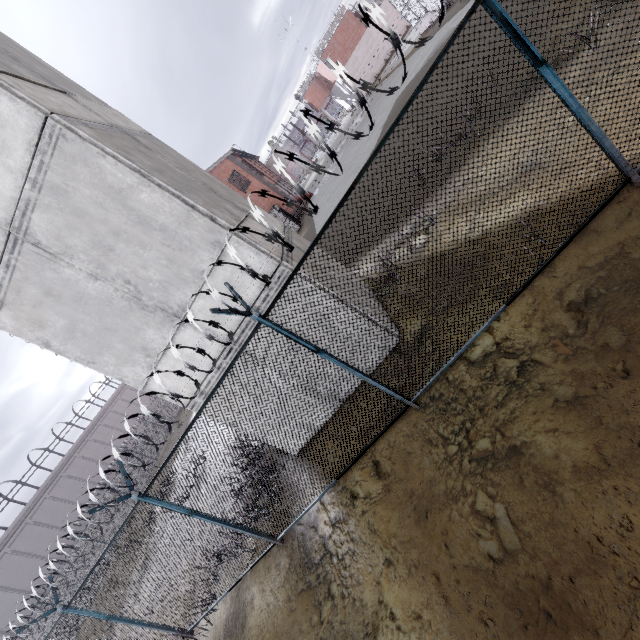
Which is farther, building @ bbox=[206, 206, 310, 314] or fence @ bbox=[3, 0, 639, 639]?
building @ bbox=[206, 206, 310, 314]

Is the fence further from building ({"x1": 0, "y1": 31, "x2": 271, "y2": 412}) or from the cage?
the cage

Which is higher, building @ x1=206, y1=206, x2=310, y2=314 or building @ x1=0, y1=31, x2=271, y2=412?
building @ x1=0, y1=31, x2=271, y2=412

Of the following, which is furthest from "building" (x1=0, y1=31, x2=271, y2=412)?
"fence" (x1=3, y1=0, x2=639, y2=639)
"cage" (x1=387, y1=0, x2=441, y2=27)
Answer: "cage" (x1=387, y1=0, x2=441, y2=27)

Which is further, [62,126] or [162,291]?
[162,291]

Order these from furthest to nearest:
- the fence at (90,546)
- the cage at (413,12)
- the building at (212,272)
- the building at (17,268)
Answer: the cage at (413,12), the building at (212,272), the building at (17,268), the fence at (90,546)

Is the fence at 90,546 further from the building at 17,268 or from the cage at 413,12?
the cage at 413,12

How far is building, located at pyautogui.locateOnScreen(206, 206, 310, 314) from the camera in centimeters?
578cm
